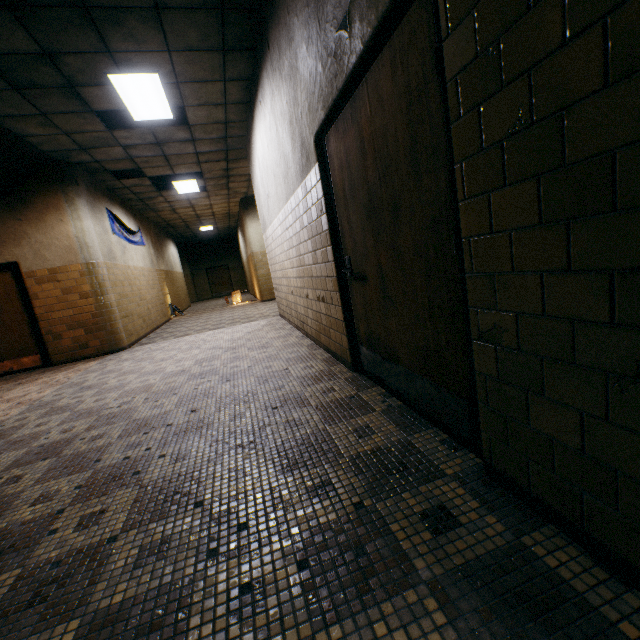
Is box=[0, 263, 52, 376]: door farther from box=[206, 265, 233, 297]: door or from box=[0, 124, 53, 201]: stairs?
box=[206, 265, 233, 297]: door

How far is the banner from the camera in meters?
8.0

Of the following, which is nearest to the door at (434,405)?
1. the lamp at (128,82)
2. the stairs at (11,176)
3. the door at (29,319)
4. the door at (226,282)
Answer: the lamp at (128,82)

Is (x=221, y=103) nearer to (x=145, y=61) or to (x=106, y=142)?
(x=145, y=61)

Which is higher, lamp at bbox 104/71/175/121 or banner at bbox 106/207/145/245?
lamp at bbox 104/71/175/121

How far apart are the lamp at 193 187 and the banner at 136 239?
1.7 meters

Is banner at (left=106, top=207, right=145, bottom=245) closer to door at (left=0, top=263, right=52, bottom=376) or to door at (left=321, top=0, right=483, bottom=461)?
door at (left=0, top=263, right=52, bottom=376)

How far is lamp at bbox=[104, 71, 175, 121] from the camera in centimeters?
431cm
